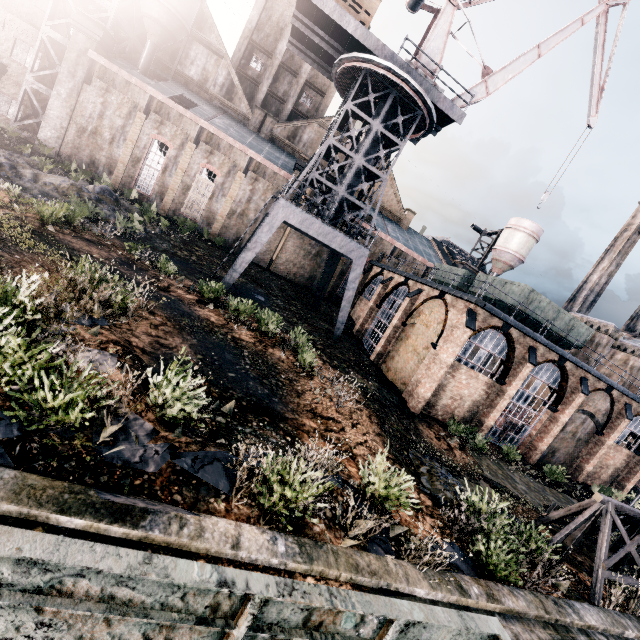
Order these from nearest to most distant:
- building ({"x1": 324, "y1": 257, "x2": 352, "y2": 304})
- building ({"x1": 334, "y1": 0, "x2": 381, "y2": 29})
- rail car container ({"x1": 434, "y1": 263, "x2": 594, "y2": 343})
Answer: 1. building ({"x1": 334, "y1": 0, "x2": 381, "y2": 29})
2. rail car container ({"x1": 434, "y1": 263, "x2": 594, "y2": 343})
3. building ({"x1": 324, "y1": 257, "x2": 352, "y2": 304})

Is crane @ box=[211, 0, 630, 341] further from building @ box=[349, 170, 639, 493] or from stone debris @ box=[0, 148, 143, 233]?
stone debris @ box=[0, 148, 143, 233]

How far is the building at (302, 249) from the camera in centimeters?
3625cm

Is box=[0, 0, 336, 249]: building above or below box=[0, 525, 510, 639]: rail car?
above

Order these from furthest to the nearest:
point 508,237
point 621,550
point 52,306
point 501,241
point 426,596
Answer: point 501,241, point 508,237, point 621,550, point 52,306, point 426,596

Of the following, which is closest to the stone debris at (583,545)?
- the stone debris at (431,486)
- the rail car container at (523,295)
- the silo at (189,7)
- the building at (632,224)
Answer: the stone debris at (431,486)

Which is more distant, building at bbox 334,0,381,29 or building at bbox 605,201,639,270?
building at bbox 605,201,639,270

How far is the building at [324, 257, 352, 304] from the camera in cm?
3859
